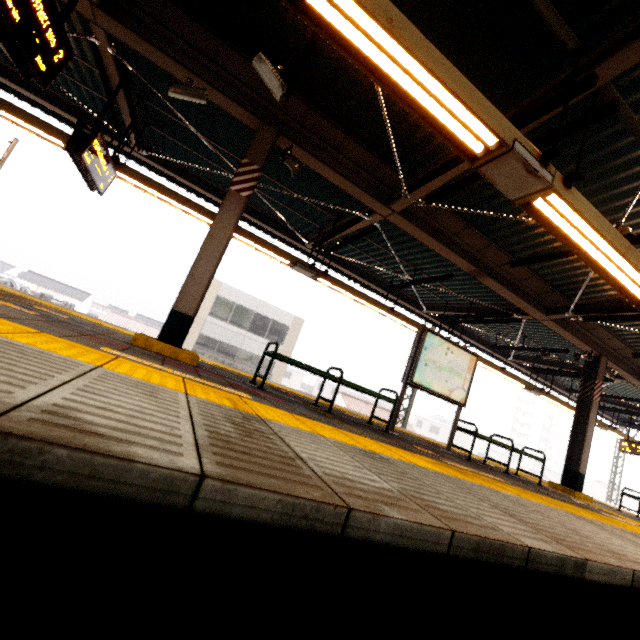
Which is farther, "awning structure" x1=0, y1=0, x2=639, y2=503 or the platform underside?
"awning structure" x1=0, y1=0, x2=639, y2=503

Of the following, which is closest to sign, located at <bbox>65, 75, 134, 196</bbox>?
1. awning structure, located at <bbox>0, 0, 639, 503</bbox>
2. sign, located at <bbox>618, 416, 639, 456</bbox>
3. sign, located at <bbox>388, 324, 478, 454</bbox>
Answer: awning structure, located at <bbox>0, 0, 639, 503</bbox>

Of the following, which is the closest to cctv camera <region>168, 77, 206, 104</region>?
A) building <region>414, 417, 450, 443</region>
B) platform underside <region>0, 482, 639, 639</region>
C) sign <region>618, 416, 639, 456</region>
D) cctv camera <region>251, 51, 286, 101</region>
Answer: cctv camera <region>251, 51, 286, 101</region>

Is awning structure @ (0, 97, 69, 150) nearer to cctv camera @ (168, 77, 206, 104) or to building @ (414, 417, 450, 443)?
cctv camera @ (168, 77, 206, 104)

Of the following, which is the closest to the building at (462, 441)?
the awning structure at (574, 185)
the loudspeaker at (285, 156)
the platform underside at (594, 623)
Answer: the awning structure at (574, 185)

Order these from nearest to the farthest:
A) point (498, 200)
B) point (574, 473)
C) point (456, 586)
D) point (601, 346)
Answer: point (456, 586), point (498, 200), point (574, 473), point (601, 346)

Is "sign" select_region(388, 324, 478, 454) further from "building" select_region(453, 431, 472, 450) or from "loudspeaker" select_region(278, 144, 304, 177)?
"building" select_region(453, 431, 472, 450)

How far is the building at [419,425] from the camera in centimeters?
5431cm
